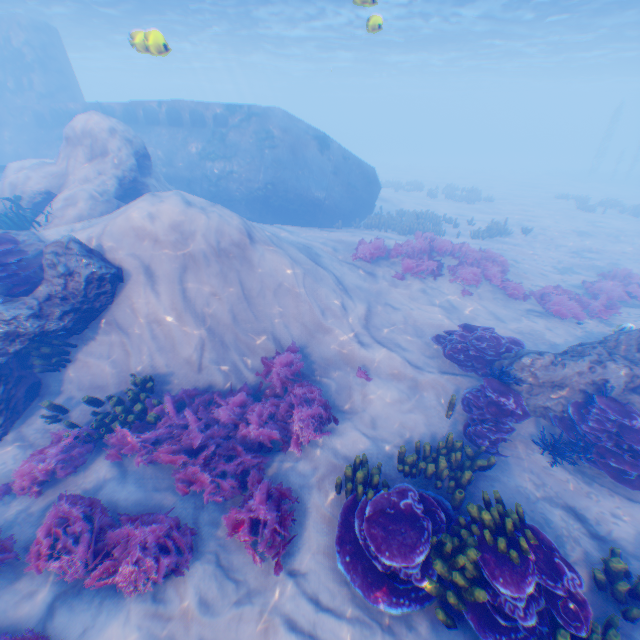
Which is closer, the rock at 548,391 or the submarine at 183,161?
the rock at 548,391

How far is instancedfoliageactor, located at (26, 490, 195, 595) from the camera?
4.7 meters

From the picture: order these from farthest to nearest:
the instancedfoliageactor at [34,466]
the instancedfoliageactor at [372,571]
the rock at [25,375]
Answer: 1. the rock at [25,375]
2. the instancedfoliageactor at [34,466]
3. the instancedfoliageactor at [372,571]

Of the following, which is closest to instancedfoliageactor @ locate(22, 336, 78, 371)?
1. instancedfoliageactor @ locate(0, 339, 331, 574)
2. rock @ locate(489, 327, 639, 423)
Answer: instancedfoliageactor @ locate(0, 339, 331, 574)

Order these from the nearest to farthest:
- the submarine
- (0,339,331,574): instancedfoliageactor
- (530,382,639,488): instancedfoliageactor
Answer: (0,339,331,574): instancedfoliageactor → (530,382,639,488): instancedfoliageactor → the submarine

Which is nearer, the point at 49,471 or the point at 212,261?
the point at 49,471

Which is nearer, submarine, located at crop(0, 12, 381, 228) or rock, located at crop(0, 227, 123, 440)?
rock, located at crop(0, 227, 123, 440)

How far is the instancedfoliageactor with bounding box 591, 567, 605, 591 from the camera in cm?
471
